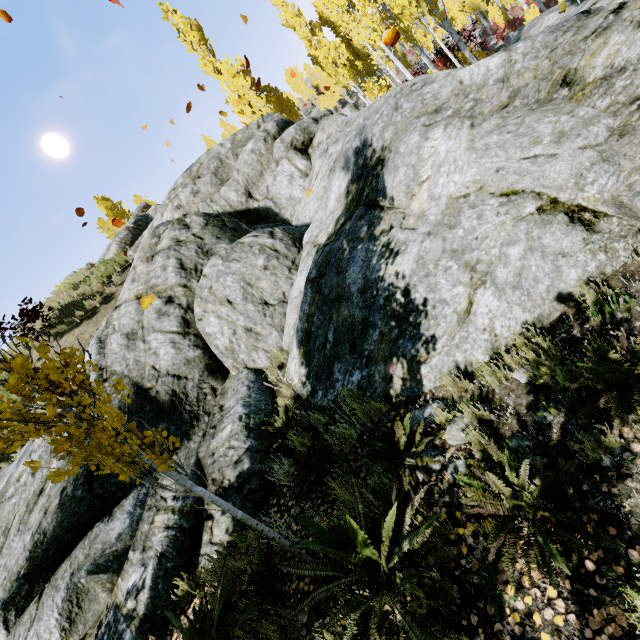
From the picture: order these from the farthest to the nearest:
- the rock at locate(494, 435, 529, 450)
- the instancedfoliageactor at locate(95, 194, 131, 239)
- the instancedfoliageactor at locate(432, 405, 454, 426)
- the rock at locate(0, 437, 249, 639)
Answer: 1. the instancedfoliageactor at locate(95, 194, 131, 239)
2. the rock at locate(0, 437, 249, 639)
3. the instancedfoliageactor at locate(432, 405, 454, 426)
4. the rock at locate(494, 435, 529, 450)

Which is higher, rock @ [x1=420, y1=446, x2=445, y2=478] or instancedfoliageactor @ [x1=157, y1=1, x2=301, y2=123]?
instancedfoliageactor @ [x1=157, y1=1, x2=301, y2=123]

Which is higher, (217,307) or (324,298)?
(217,307)

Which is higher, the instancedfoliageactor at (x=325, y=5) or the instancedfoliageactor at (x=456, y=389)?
the instancedfoliageactor at (x=325, y=5)

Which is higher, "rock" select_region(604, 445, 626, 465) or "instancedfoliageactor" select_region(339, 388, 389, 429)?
"instancedfoliageactor" select_region(339, 388, 389, 429)

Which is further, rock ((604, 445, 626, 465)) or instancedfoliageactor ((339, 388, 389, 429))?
instancedfoliageactor ((339, 388, 389, 429))

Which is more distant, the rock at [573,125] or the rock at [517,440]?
the rock at [573,125]
